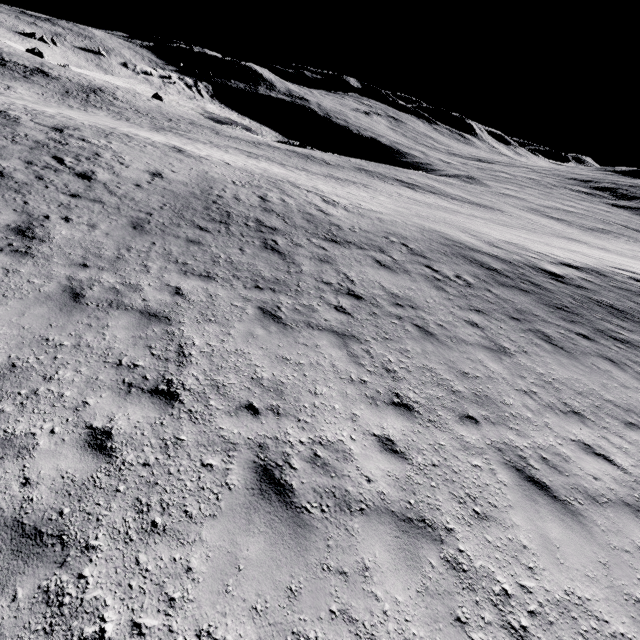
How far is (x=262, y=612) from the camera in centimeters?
308cm
